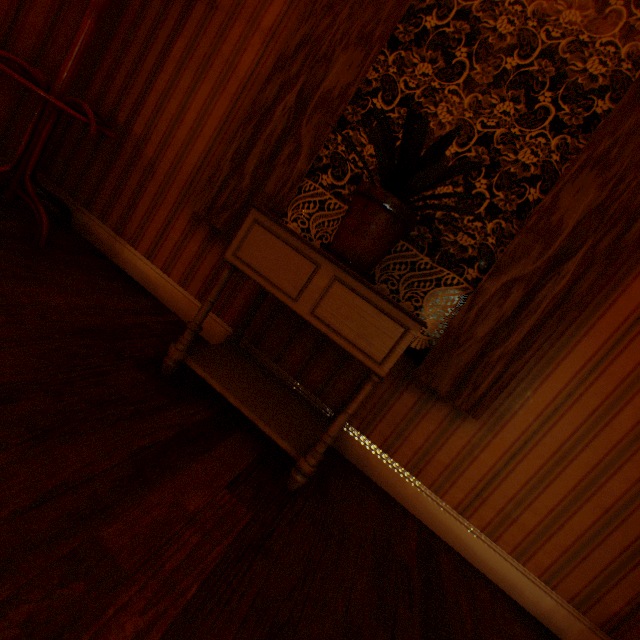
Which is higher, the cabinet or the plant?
the plant

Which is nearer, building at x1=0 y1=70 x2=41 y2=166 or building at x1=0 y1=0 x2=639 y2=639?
building at x1=0 y1=0 x2=639 y2=639

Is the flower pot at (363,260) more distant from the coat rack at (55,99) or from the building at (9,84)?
the coat rack at (55,99)

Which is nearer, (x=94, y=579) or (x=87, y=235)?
(x=94, y=579)

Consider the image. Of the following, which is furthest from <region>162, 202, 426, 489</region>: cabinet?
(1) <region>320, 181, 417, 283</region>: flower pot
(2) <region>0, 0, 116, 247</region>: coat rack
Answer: (2) <region>0, 0, 116, 247</region>: coat rack

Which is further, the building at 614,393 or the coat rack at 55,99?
the coat rack at 55,99

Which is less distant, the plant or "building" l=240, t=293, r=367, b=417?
the plant

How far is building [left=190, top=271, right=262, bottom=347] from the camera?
2.0m
